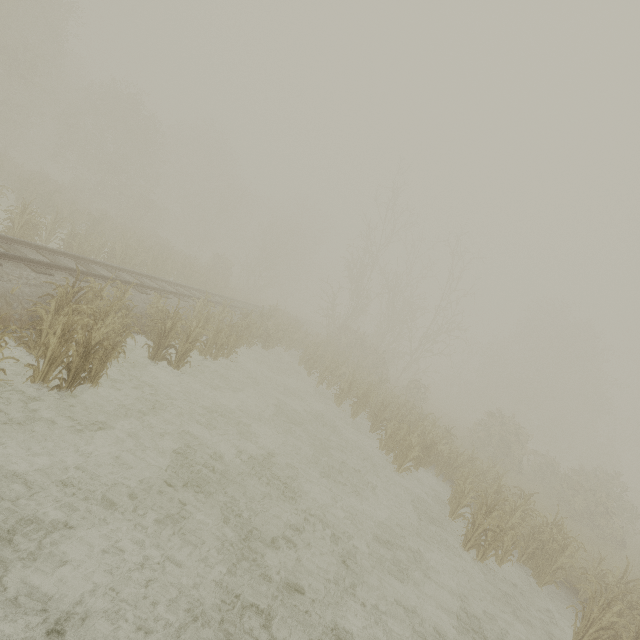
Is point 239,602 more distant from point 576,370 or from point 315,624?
point 576,370
